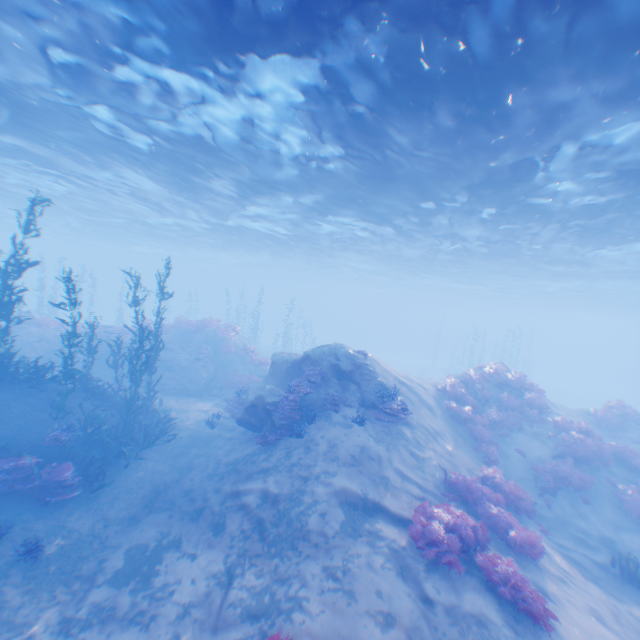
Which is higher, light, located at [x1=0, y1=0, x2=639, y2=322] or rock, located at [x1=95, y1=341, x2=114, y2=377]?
light, located at [x1=0, y1=0, x2=639, y2=322]

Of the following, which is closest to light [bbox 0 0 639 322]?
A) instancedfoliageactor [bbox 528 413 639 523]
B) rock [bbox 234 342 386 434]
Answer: rock [bbox 234 342 386 434]

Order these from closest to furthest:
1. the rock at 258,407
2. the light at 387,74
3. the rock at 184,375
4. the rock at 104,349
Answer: the light at 387,74
the rock at 258,407
the rock at 184,375
the rock at 104,349

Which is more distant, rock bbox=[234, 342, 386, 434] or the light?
rock bbox=[234, 342, 386, 434]

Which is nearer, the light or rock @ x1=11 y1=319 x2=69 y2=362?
the light

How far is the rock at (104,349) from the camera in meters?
20.4

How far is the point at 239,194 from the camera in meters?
19.8 m

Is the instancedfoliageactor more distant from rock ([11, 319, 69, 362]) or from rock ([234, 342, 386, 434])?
rock ([11, 319, 69, 362])
